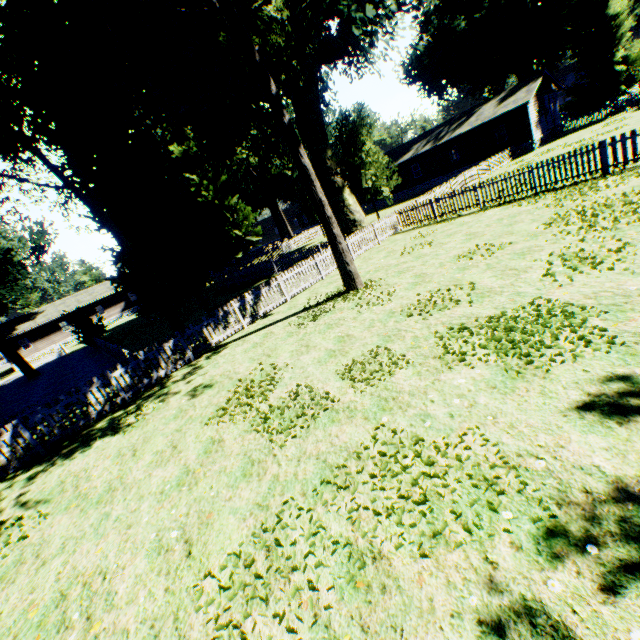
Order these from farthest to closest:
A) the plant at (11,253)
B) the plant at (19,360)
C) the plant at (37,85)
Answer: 1. the plant at (11,253)
2. the plant at (19,360)
3. the plant at (37,85)

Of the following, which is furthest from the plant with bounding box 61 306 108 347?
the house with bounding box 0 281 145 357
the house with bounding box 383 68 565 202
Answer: the house with bounding box 0 281 145 357

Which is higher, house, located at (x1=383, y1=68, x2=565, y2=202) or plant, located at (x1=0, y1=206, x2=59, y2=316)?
plant, located at (x1=0, y1=206, x2=59, y2=316)

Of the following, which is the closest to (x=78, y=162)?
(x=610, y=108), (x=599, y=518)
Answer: (x=599, y=518)

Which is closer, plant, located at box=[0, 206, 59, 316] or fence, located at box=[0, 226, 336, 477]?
fence, located at box=[0, 226, 336, 477]

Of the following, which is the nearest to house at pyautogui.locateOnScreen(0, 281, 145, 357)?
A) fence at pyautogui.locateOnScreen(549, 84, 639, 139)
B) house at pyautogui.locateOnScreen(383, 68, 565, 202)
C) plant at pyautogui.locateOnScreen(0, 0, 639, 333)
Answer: fence at pyautogui.locateOnScreen(549, 84, 639, 139)

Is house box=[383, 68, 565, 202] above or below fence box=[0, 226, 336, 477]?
above

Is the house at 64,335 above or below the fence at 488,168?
above
